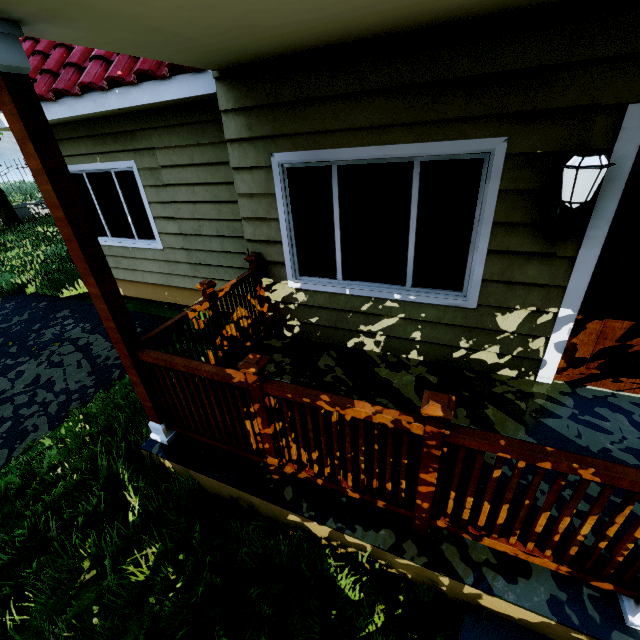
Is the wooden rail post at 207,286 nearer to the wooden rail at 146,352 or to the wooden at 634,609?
the wooden rail at 146,352

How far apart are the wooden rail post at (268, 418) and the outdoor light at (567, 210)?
2.3 meters

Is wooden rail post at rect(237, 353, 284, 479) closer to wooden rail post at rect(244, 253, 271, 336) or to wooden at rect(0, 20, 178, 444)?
wooden at rect(0, 20, 178, 444)

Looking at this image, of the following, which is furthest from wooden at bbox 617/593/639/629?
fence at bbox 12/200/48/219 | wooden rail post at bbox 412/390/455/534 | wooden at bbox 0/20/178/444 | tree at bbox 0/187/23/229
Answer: fence at bbox 12/200/48/219

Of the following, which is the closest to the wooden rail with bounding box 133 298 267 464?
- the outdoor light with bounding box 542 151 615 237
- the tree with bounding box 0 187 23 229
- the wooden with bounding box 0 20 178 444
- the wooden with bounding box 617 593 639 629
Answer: the wooden with bounding box 0 20 178 444

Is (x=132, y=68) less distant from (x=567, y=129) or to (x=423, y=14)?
(x=423, y=14)

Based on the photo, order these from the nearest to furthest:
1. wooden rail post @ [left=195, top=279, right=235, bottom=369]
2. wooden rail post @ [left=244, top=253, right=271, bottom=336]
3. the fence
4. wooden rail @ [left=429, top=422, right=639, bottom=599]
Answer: wooden rail @ [left=429, top=422, right=639, bottom=599], wooden rail post @ [left=195, top=279, right=235, bottom=369], wooden rail post @ [left=244, top=253, right=271, bottom=336], the fence

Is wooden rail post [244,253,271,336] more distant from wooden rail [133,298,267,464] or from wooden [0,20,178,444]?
wooden [0,20,178,444]
